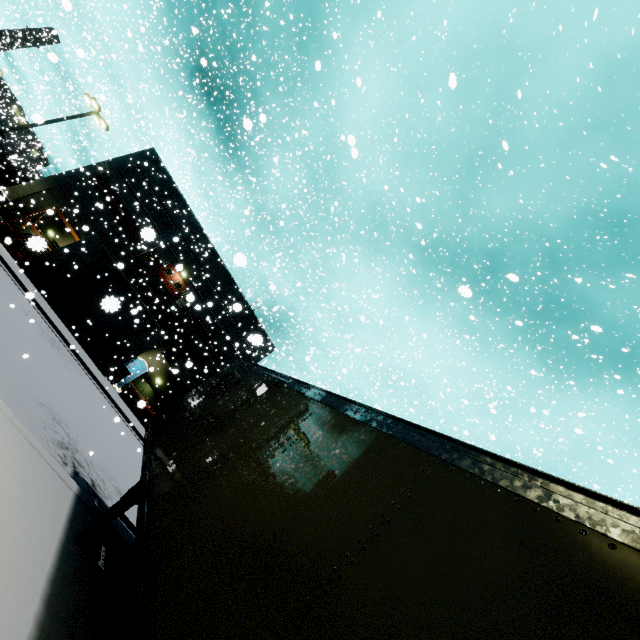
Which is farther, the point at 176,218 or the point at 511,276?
the point at 176,218

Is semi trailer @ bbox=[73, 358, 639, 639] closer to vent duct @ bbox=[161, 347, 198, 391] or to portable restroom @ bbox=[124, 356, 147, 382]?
vent duct @ bbox=[161, 347, 198, 391]

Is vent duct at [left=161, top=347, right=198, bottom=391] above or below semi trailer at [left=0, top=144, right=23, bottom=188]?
above

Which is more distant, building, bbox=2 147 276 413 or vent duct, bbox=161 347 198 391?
vent duct, bbox=161 347 198 391

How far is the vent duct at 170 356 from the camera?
31.47m

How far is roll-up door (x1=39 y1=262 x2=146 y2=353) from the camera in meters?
21.9 m

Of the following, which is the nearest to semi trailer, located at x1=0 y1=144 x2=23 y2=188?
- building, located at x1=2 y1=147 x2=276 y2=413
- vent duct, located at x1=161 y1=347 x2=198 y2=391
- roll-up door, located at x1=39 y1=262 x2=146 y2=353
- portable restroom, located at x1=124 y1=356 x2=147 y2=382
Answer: building, located at x1=2 y1=147 x2=276 y2=413

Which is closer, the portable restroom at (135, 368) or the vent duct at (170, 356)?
the portable restroom at (135, 368)
